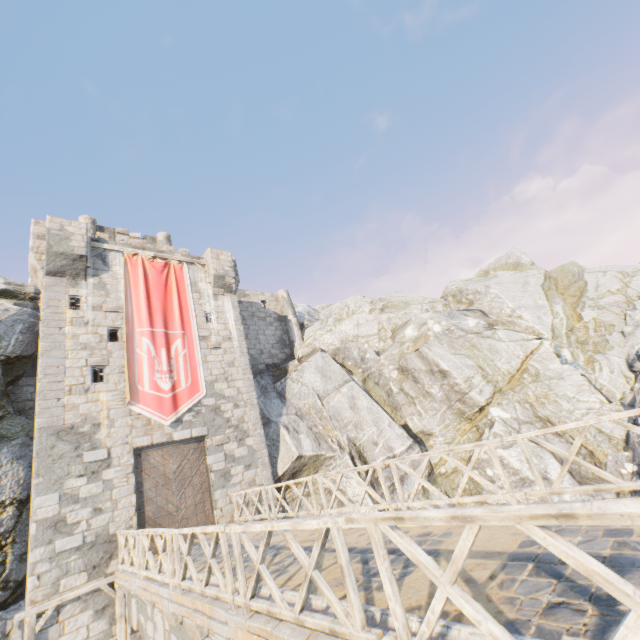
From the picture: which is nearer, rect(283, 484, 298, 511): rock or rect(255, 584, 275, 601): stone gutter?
rect(255, 584, 275, 601): stone gutter

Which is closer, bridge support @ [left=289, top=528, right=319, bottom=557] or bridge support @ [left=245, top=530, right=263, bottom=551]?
bridge support @ [left=289, top=528, right=319, bottom=557]

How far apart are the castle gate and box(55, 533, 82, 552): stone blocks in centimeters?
157cm

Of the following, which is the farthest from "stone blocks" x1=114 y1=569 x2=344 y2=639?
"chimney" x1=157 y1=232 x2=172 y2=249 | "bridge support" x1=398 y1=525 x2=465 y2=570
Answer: "chimney" x1=157 y1=232 x2=172 y2=249

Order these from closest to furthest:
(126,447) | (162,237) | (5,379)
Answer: (126,447) < (5,379) < (162,237)

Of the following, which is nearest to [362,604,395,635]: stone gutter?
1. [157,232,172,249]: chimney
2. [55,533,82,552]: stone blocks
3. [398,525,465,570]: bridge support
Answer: [398,525,465,570]: bridge support

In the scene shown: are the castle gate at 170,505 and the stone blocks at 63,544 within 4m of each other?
yes

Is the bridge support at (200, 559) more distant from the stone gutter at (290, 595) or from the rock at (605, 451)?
the rock at (605, 451)
